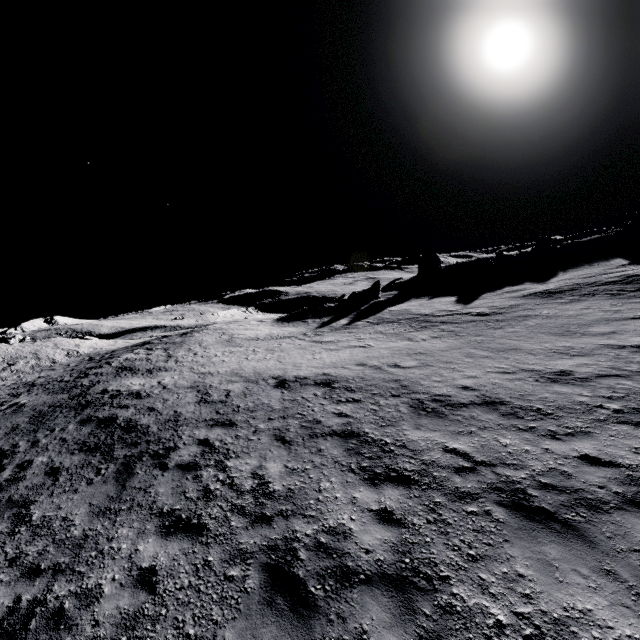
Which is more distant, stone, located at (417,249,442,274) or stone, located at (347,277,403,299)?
stone, located at (417,249,442,274)

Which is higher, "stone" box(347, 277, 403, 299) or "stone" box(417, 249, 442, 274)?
"stone" box(417, 249, 442, 274)

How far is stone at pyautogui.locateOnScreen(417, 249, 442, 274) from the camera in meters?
46.5

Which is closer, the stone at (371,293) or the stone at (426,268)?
the stone at (371,293)

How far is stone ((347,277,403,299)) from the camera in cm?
3747

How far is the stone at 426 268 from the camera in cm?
4653

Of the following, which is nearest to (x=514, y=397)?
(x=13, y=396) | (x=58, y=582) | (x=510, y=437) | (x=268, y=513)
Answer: (x=510, y=437)
